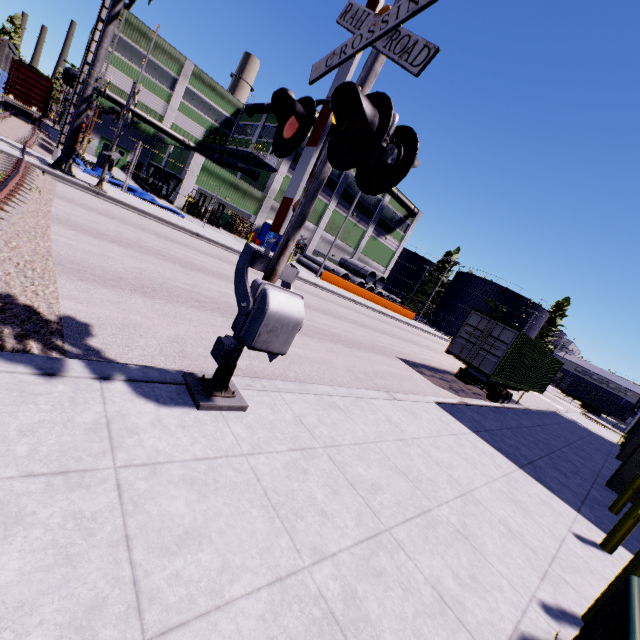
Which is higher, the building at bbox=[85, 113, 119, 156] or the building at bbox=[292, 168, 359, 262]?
the building at bbox=[292, 168, 359, 262]

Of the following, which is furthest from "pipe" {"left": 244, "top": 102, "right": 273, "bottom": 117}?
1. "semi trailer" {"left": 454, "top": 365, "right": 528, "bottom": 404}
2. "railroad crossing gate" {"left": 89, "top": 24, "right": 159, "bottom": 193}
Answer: "semi trailer" {"left": 454, "top": 365, "right": 528, "bottom": 404}

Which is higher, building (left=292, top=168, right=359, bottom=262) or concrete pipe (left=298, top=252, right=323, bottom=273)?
building (left=292, top=168, right=359, bottom=262)

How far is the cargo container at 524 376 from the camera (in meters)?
13.52

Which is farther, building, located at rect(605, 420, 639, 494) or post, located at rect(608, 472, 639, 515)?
building, located at rect(605, 420, 639, 494)

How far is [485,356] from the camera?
13.7 meters

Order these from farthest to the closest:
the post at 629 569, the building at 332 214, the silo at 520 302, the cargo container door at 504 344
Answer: the silo at 520 302 → the building at 332 214 → the cargo container door at 504 344 → the post at 629 569

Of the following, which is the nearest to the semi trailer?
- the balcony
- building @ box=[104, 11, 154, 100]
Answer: building @ box=[104, 11, 154, 100]
